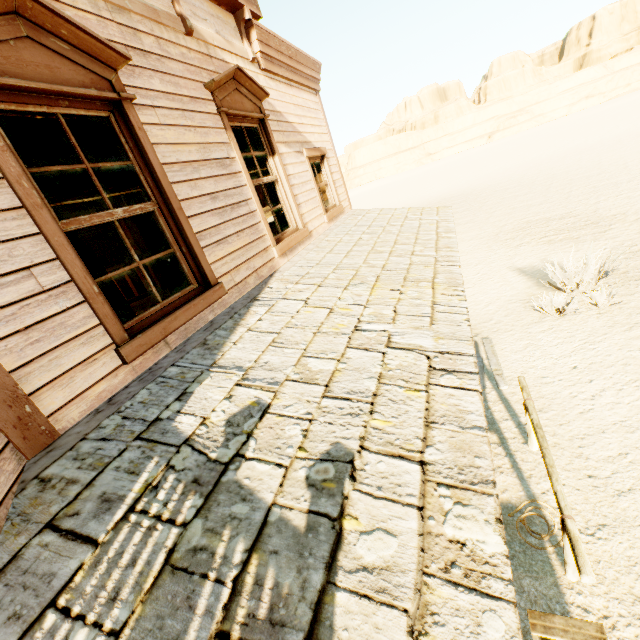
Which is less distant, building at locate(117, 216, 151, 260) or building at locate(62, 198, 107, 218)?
building at locate(62, 198, 107, 218)

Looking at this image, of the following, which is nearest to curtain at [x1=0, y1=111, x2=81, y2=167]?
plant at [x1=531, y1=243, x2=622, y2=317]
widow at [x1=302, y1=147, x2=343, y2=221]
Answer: widow at [x1=302, y1=147, x2=343, y2=221]

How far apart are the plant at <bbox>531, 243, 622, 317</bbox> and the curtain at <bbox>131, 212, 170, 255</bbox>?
9.06m

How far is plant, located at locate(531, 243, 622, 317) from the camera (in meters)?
7.74

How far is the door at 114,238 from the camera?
9.7m

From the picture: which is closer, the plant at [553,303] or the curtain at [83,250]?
the curtain at [83,250]

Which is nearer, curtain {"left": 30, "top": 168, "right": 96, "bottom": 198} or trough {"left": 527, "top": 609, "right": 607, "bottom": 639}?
curtain {"left": 30, "top": 168, "right": 96, "bottom": 198}

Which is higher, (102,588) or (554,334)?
(102,588)
